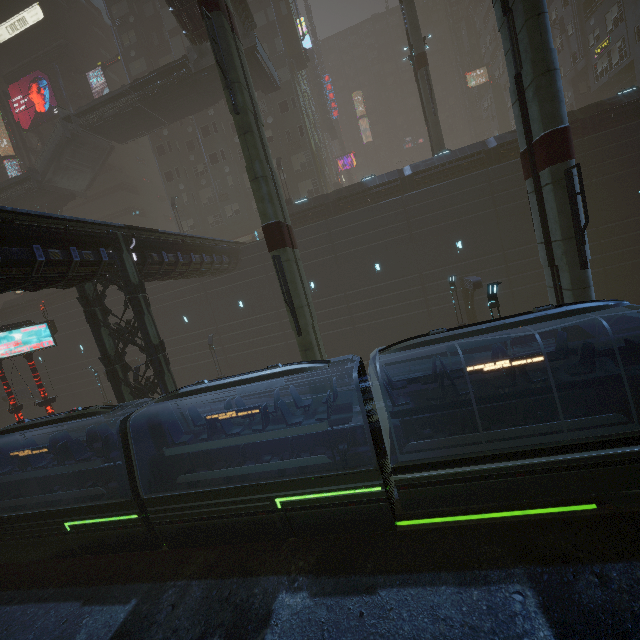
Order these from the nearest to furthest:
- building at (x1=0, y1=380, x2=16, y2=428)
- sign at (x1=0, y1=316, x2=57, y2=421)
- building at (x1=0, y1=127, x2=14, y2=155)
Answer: sign at (x1=0, y1=316, x2=57, y2=421) < building at (x1=0, y1=380, x2=16, y2=428) < building at (x1=0, y1=127, x2=14, y2=155)

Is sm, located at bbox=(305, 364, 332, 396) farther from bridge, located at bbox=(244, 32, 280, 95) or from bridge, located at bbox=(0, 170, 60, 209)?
bridge, located at bbox=(244, 32, 280, 95)

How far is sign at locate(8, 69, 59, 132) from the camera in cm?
3750

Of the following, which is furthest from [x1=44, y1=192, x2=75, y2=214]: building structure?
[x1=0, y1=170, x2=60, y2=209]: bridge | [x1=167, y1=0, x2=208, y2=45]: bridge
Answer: [x1=167, y1=0, x2=208, y2=45]: bridge

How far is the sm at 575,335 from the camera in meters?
11.4

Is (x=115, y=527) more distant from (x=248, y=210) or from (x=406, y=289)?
(x=248, y=210)

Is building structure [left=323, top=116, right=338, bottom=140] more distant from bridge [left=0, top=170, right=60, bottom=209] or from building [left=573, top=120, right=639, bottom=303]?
bridge [left=0, top=170, right=60, bottom=209]

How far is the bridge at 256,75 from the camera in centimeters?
2480cm
